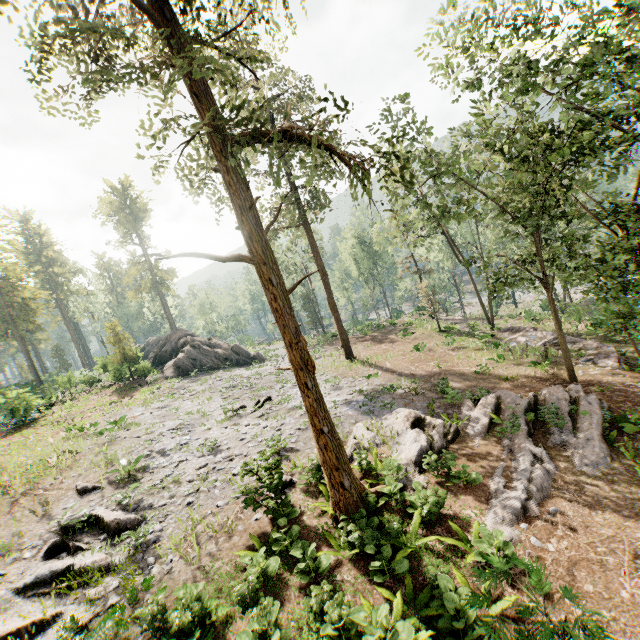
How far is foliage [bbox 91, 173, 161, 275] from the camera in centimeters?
5631cm

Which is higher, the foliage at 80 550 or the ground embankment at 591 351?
the foliage at 80 550

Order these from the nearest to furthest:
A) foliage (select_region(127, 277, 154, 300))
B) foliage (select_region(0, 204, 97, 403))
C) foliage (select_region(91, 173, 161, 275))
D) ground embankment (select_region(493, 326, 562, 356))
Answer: ground embankment (select_region(493, 326, 562, 356))
foliage (select_region(0, 204, 97, 403))
foliage (select_region(91, 173, 161, 275))
foliage (select_region(127, 277, 154, 300))

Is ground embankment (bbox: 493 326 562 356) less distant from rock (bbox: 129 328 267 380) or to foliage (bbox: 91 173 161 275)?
foliage (bbox: 91 173 161 275)

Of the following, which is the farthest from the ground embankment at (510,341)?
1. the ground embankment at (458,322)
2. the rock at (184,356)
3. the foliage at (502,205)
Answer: the rock at (184,356)

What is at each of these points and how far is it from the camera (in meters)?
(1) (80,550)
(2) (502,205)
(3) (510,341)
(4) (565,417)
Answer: (1) foliage, 9.27
(2) foliage, 18.97
(3) ground embankment, 24.42
(4) foliage, 12.77
